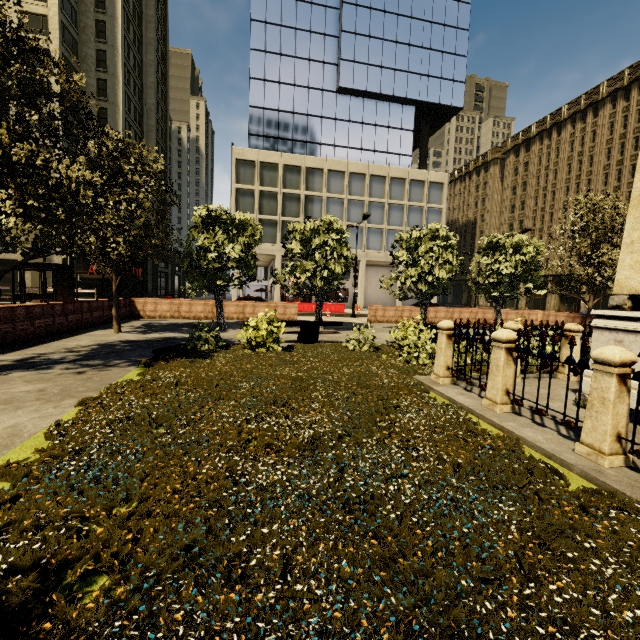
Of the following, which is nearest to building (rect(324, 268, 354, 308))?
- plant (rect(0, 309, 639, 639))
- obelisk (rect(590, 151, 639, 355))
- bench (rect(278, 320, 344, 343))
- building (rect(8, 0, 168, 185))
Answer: building (rect(8, 0, 168, 185))

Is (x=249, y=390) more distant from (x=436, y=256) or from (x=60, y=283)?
(x=436, y=256)

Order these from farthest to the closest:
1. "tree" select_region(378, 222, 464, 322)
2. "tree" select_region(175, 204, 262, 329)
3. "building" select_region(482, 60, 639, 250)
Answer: "building" select_region(482, 60, 639, 250) → "tree" select_region(378, 222, 464, 322) → "tree" select_region(175, 204, 262, 329)

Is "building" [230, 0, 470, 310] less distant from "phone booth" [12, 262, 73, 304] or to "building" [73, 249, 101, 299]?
"building" [73, 249, 101, 299]

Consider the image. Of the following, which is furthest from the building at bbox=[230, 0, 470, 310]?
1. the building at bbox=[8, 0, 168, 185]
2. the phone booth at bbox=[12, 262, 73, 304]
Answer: the phone booth at bbox=[12, 262, 73, 304]

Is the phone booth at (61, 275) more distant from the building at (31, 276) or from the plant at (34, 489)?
the building at (31, 276)

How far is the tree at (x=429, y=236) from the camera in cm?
1641

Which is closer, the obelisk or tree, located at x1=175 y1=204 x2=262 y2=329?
the obelisk
